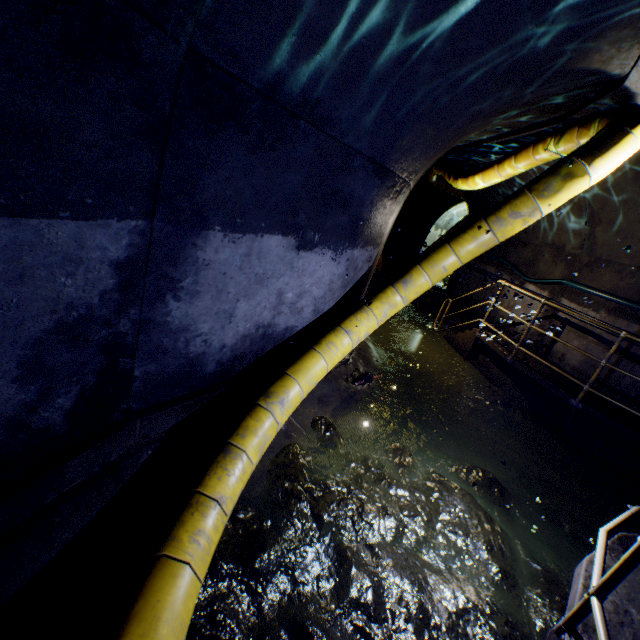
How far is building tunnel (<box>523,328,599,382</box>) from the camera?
6.2 meters

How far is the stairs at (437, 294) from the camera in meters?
7.5

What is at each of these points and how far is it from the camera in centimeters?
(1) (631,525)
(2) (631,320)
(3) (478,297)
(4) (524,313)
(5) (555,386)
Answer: (1) building tunnel, 429cm
(2) building tunnel, 574cm
(3) building tunnel, 1012cm
(4) building tunnel, 809cm
(5) walkway, 550cm

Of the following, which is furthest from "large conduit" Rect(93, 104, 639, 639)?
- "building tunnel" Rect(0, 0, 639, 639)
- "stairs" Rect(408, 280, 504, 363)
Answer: "stairs" Rect(408, 280, 504, 363)

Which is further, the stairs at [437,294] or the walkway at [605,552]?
the stairs at [437,294]

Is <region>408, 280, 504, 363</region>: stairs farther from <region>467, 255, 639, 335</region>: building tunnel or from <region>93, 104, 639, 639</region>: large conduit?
<region>93, 104, 639, 639</region>: large conduit
